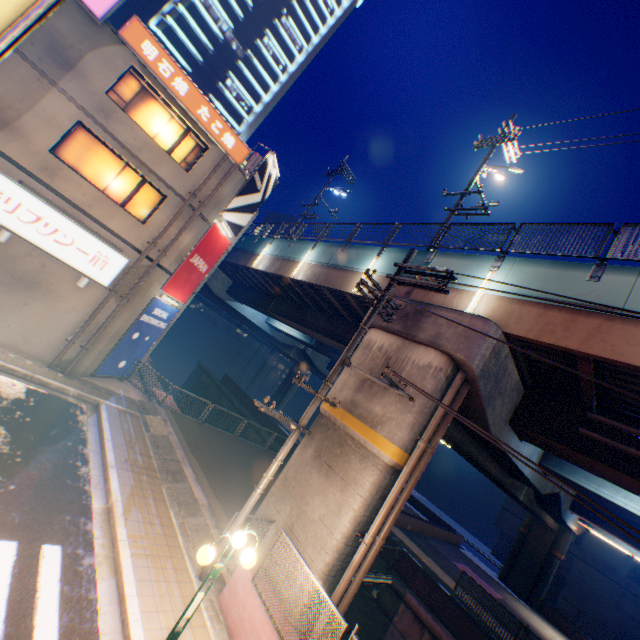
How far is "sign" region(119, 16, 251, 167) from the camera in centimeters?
1200cm

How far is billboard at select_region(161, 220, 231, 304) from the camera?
15.5m

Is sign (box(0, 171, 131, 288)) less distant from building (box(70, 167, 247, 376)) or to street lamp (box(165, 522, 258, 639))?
building (box(70, 167, 247, 376))

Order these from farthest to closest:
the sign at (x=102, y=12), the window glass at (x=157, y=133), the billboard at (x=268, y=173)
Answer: the billboard at (x=268, y=173) → the window glass at (x=157, y=133) → the sign at (x=102, y=12)

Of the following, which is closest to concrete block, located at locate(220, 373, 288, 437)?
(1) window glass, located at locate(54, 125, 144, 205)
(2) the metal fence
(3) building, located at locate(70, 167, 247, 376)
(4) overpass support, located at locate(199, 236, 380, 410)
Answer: (4) overpass support, located at locate(199, 236, 380, 410)

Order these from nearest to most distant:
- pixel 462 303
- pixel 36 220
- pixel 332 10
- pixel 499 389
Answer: pixel 499 389, pixel 462 303, pixel 36 220, pixel 332 10

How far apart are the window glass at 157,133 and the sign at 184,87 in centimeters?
48cm

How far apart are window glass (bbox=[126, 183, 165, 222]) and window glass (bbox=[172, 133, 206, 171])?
1.5 meters
